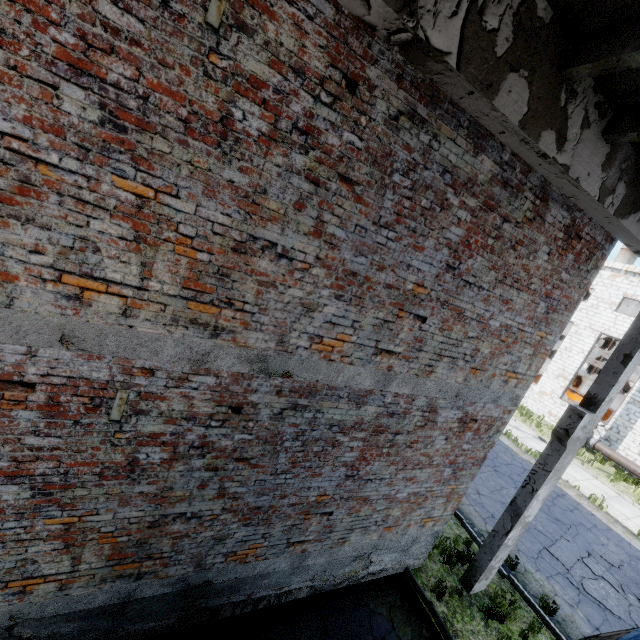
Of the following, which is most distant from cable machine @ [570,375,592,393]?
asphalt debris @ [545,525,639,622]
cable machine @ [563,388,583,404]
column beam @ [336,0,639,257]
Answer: column beam @ [336,0,639,257]

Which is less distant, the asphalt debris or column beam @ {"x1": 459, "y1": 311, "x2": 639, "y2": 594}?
column beam @ {"x1": 459, "y1": 311, "x2": 639, "y2": 594}

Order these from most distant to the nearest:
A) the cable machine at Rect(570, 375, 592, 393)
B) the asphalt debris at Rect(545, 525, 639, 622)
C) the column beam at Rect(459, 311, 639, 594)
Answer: the cable machine at Rect(570, 375, 592, 393)
the asphalt debris at Rect(545, 525, 639, 622)
the column beam at Rect(459, 311, 639, 594)

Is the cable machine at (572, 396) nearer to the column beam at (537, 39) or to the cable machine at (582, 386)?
the cable machine at (582, 386)

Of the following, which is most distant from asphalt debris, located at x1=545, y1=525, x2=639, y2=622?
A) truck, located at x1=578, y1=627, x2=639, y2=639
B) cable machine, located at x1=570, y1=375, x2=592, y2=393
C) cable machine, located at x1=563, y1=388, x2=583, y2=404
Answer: cable machine, located at x1=570, y1=375, x2=592, y2=393

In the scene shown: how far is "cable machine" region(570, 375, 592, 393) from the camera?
24.3 meters

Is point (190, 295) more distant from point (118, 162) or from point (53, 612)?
point (53, 612)
